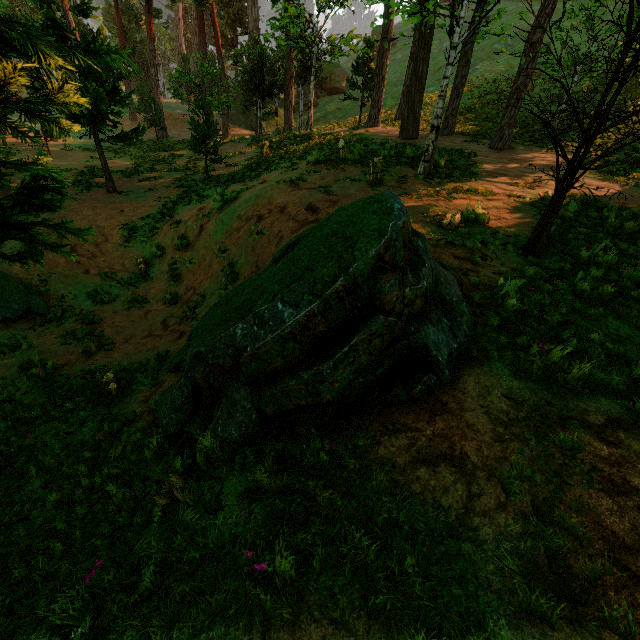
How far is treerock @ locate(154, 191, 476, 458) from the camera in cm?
325

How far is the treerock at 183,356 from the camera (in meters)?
3.25

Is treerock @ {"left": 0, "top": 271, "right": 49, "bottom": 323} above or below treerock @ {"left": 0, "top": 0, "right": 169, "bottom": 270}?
below

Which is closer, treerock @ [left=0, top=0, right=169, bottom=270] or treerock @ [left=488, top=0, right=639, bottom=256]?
treerock @ [left=0, top=0, right=169, bottom=270]

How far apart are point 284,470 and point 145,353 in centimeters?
692cm

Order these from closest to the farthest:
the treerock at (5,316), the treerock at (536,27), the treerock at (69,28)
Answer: the treerock at (69,28)
the treerock at (536,27)
the treerock at (5,316)
